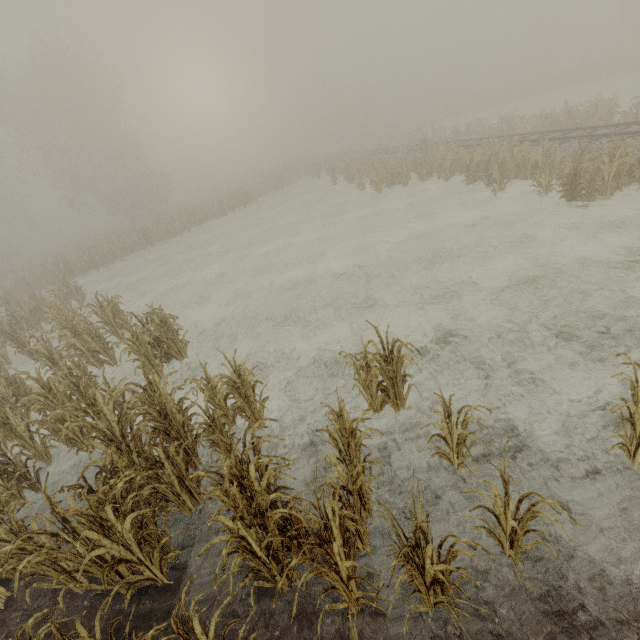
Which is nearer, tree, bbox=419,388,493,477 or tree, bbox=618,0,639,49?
tree, bbox=419,388,493,477

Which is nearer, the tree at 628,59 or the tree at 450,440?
the tree at 450,440

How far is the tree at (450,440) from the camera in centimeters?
378cm

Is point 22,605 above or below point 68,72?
below

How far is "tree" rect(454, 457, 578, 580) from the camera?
2.7m

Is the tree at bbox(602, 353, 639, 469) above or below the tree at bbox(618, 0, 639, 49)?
below
